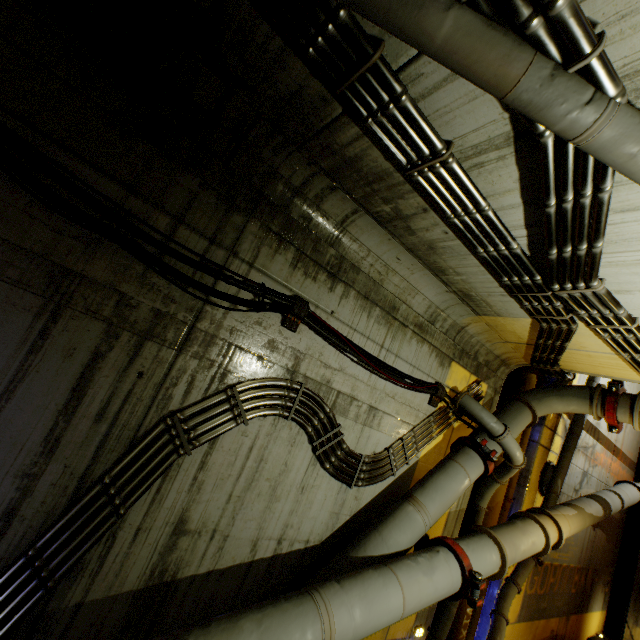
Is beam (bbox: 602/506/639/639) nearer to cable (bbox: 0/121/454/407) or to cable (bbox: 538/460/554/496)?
cable (bbox: 538/460/554/496)

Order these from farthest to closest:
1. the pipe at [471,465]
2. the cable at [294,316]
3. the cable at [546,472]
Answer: the cable at [546,472]
the cable at [294,316]
the pipe at [471,465]

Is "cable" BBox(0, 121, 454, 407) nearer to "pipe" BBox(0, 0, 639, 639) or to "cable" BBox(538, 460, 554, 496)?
"pipe" BBox(0, 0, 639, 639)

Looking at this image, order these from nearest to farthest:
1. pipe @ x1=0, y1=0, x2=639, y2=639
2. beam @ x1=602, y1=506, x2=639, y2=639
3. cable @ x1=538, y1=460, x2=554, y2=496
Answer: pipe @ x1=0, y1=0, x2=639, y2=639
cable @ x1=538, y1=460, x2=554, y2=496
beam @ x1=602, y1=506, x2=639, y2=639

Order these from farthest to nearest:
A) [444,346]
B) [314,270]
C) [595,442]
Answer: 1. [595,442]
2. [444,346]
3. [314,270]

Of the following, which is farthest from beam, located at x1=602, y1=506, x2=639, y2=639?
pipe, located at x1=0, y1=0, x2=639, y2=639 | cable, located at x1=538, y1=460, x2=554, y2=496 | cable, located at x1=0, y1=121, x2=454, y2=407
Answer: cable, located at x1=0, y1=121, x2=454, y2=407

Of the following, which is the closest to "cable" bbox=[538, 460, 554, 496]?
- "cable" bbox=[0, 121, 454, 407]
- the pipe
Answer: the pipe

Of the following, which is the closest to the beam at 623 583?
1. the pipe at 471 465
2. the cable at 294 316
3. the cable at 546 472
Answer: the pipe at 471 465
